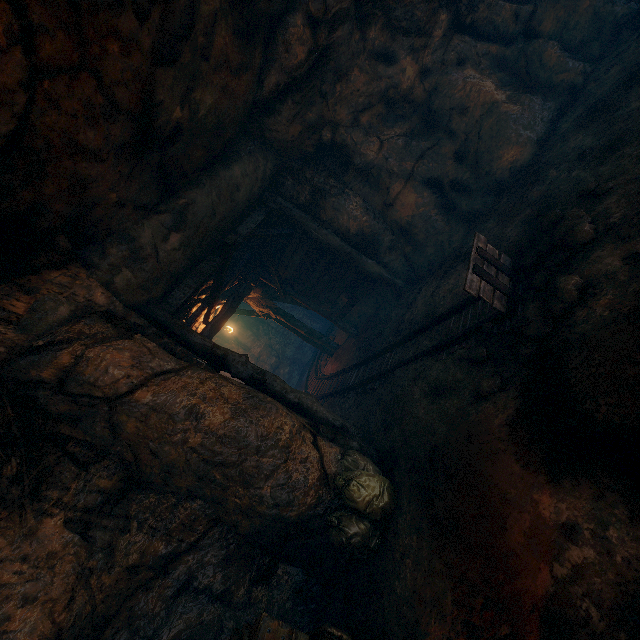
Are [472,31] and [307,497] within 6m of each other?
no

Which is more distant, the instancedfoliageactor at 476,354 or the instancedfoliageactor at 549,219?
the instancedfoliageactor at 476,354

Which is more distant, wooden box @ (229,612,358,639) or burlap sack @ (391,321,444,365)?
burlap sack @ (391,321,444,365)

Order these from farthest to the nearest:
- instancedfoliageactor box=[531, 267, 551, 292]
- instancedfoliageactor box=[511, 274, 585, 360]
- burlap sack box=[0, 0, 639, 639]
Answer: instancedfoliageactor box=[531, 267, 551, 292]
instancedfoliageactor box=[511, 274, 585, 360]
burlap sack box=[0, 0, 639, 639]

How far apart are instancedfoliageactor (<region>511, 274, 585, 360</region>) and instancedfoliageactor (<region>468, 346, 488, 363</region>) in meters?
0.4 m

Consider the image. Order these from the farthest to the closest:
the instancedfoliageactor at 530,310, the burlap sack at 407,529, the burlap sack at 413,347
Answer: the burlap sack at 413,347 → the instancedfoliageactor at 530,310 → the burlap sack at 407,529

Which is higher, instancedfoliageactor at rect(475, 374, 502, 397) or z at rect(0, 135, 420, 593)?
z at rect(0, 135, 420, 593)

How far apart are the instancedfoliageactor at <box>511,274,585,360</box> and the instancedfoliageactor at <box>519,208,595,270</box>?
0.3 meters
